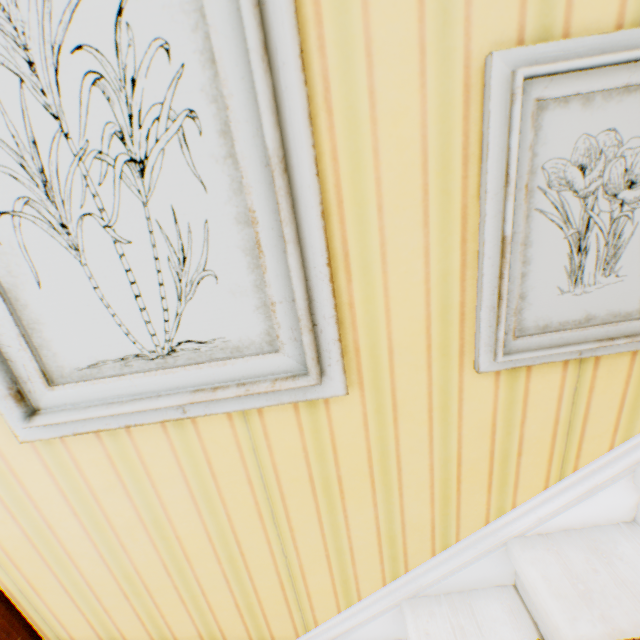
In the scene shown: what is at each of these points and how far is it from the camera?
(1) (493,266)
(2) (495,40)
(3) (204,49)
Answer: (1) picture frame, 0.6m
(2) building, 0.5m
(3) picture frame, 0.5m
